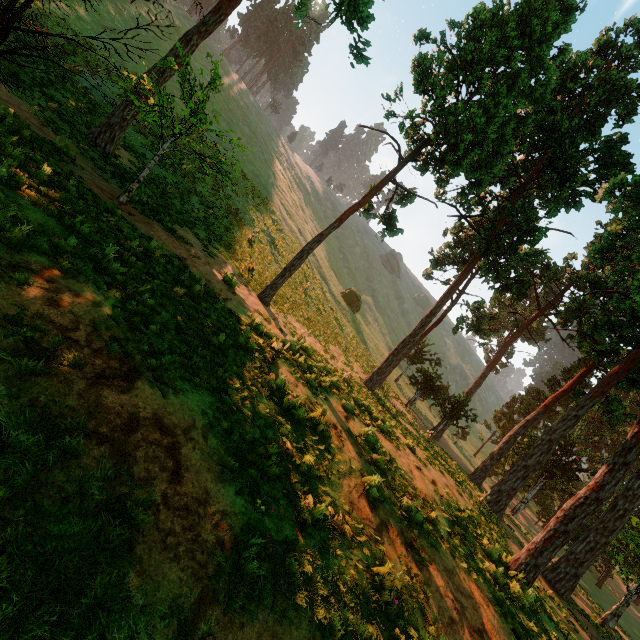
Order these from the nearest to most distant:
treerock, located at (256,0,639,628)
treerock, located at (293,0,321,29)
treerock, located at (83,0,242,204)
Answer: treerock, located at (83,0,242,204), treerock, located at (293,0,321,29), treerock, located at (256,0,639,628)

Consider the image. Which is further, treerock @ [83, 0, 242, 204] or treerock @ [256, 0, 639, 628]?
treerock @ [256, 0, 639, 628]

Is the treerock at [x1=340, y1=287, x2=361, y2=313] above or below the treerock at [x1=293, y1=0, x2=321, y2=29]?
below

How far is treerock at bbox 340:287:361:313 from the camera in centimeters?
4797cm

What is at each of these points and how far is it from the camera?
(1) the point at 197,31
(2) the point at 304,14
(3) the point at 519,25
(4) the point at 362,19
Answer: (1) treerock, 13.8m
(2) treerock, 14.8m
(3) treerock, 16.6m
(4) treerock, 14.3m

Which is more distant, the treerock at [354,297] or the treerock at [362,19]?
the treerock at [354,297]

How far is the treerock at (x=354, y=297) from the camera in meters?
48.0
